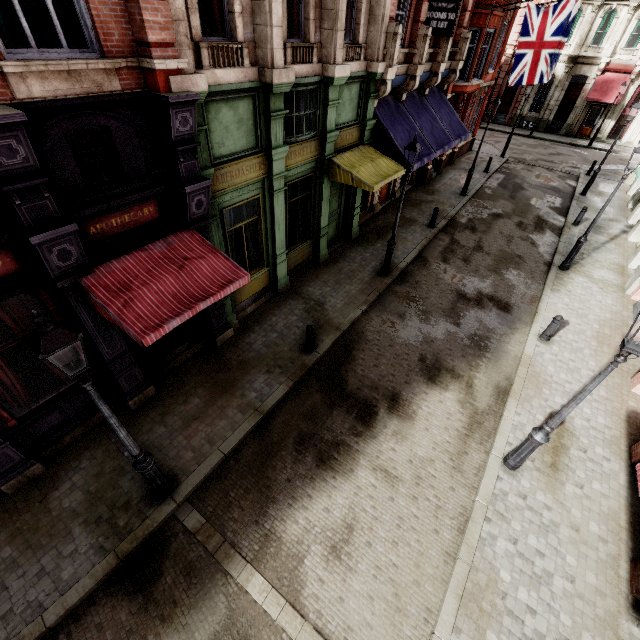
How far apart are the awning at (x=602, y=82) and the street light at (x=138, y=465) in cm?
4099

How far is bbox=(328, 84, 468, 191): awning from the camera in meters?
10.6

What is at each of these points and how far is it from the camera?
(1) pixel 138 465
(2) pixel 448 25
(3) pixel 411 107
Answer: (1) street light, 5.55m
(2) sign, 11.90m
(3) awning, 13.73m

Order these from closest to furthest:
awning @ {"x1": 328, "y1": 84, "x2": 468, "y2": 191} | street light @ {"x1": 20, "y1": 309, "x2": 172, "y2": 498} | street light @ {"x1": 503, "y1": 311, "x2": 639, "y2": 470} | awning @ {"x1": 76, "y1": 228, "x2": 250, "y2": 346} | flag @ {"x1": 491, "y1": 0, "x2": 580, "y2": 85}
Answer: street light @ {"x1": 20, "y1": 309, "x2": 172, "y2": 498}, street light @ {"x1": 503, "y1": 311, "x2": 639, "y2": 470}, awning @ {"x1": 76, "y1": 228, "x2": 250, "y2": 346}, awning @ {"x1": 328, "y1": 84, "x2": 468, "y2": 191}, flag @ {"x1": 491, "y1": 0, "x2": 580, "y2": 85}

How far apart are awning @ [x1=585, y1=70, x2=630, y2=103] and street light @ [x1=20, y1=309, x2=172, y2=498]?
41.0 meters

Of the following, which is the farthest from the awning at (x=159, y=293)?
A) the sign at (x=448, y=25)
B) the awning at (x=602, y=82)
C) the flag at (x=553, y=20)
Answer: the awning at (x=602, y=82)

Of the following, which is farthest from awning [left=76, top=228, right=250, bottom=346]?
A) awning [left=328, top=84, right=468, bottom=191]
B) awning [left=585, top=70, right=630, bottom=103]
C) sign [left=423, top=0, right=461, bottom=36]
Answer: awning [left=585, top=70, right=630, bottom=103]

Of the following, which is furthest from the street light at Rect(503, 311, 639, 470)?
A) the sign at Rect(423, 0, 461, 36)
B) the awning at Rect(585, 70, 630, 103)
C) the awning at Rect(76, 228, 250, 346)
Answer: the awning at Rect(585, 70, 630, 103)
